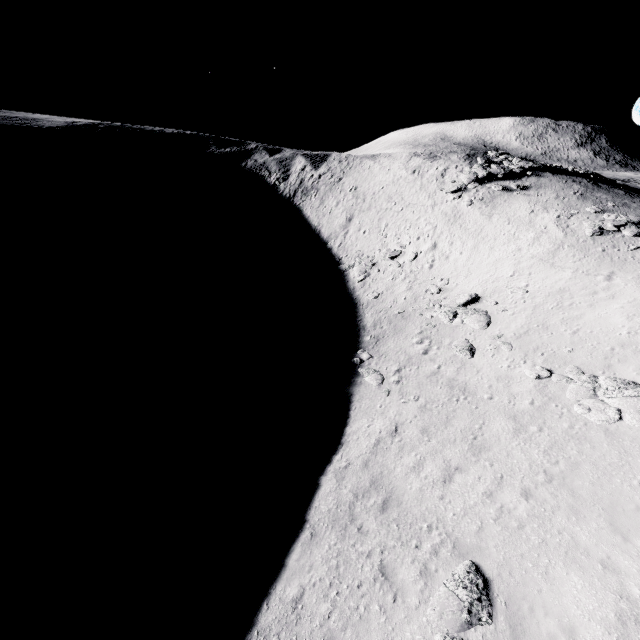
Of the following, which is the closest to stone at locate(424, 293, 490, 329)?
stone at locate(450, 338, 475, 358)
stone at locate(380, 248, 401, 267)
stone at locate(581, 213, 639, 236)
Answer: stone at locate(450, 338, 475, 358)

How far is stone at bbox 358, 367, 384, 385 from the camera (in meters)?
17.27

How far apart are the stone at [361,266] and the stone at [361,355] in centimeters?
915cm

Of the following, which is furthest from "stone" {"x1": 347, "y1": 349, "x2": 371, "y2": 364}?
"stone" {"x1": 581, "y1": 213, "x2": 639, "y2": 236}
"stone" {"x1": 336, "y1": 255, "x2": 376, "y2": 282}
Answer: "stone" {"x1": 581, "y1": 213, "x2": 639, "y2": 236}

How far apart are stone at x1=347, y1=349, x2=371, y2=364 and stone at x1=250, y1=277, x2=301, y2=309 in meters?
10.3

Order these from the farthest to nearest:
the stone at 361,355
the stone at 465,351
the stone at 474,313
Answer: the stone at 474,313 < the stone at 361,355 < the stone at 465,351

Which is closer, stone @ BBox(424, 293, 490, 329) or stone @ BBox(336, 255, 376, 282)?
stone @ BBox(424, 293, 490, 329)

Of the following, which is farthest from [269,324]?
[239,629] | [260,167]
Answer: [260,167]
